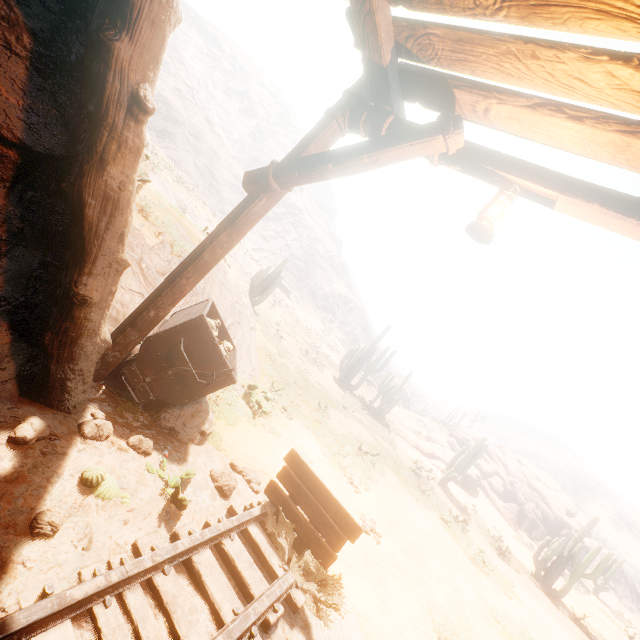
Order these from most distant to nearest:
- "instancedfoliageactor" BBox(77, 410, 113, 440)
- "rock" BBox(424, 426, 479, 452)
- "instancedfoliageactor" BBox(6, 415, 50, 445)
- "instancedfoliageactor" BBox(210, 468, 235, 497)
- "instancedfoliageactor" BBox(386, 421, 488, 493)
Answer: "rock" BBox(424, 426, 479, 452)
"instancedfoliageactor" BBox(386, 421, 488, 493)
"instancedfoliageactor" BBox(210, 468, 235, 497)
"instancedfoliageactor" BBox(77, 410, 113, 440)
"instancedfoliageactor" BBox(6, 415, 50, 445)

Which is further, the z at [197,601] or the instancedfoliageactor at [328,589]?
the instancedfoliageactor at [328,589]

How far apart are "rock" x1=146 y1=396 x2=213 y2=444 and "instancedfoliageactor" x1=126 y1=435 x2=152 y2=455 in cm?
60

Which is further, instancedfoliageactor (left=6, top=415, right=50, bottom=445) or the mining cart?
the mining cart

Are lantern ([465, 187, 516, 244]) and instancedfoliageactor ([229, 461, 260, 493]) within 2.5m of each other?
no

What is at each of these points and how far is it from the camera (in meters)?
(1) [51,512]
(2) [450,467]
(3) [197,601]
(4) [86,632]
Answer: (1) instancedfoliageactor, 2.18
(2) instancedfoliageactor, 17.03
(3) z, 2.51
(4) z, 1.87

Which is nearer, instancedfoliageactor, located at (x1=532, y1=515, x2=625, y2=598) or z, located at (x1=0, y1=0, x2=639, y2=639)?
z, located at (x1=0, y1=0, x2=639, y2=639)

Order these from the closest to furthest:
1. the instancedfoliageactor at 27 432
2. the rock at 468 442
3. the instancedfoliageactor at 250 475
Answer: the instancedfoliageactor at 27 432
the instancedfoliageactor at 250 475
the rock at 468 442
